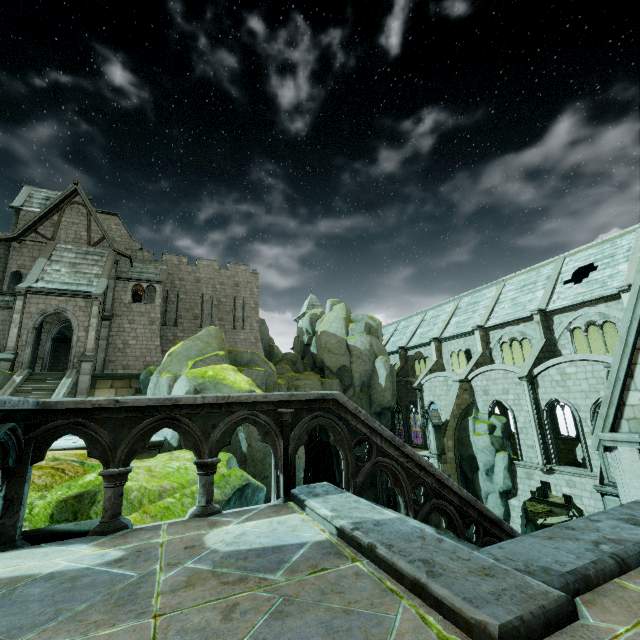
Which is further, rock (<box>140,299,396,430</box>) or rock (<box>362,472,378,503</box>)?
rock (<box>362,472,378,503</box>)

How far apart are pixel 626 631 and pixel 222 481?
6.3m

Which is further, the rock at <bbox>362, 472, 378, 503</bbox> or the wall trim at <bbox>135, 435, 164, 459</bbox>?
the rock at <bbox>362, 472, 378, 503</bbox>

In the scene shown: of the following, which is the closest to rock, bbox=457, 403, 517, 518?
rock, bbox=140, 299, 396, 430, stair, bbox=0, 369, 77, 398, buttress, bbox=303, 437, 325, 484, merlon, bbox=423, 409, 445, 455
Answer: merlon, bbox=423, 409, 445, 455

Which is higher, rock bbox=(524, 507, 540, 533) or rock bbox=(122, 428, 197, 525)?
rock bbox=(122, 428, 197, 525)

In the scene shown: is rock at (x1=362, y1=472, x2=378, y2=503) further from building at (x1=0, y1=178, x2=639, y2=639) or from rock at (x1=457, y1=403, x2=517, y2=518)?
rock at (x1=457, y1=403, x2=517, y2=518)

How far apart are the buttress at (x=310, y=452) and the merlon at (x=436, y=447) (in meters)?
23.13

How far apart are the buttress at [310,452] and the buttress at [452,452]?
23.24m
